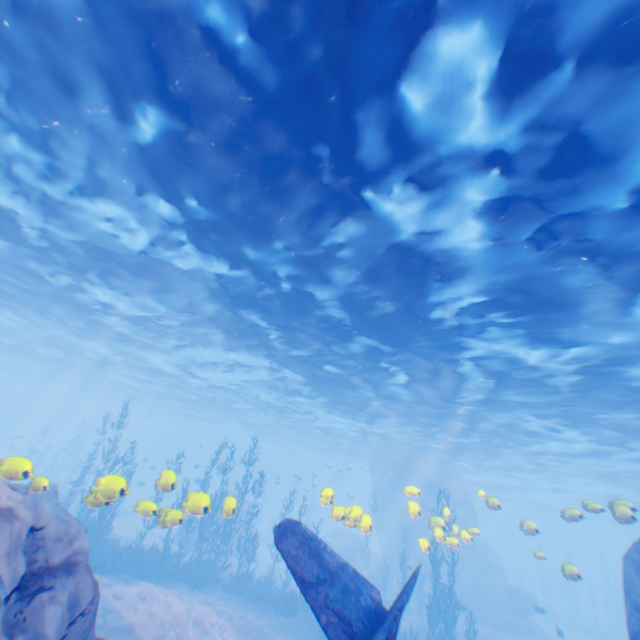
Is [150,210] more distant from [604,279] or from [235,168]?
[604,279]

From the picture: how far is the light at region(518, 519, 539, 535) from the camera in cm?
1197

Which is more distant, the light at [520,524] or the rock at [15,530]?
the light at [520,524]

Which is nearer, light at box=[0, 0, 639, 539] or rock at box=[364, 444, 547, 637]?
light at box=[0, 0, 639, 539]

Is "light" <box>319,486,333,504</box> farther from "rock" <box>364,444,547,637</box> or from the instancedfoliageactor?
the instancedfoliageactor

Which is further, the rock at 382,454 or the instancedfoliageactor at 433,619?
the rock at 382,454

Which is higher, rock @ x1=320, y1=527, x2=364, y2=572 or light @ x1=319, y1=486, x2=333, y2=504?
light @ x1=319, y1=486, x2=333, y2=504

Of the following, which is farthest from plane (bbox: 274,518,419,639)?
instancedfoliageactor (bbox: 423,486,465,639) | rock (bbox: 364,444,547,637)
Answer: instancedfoliageactor (bbox: 423,486,465,639)
